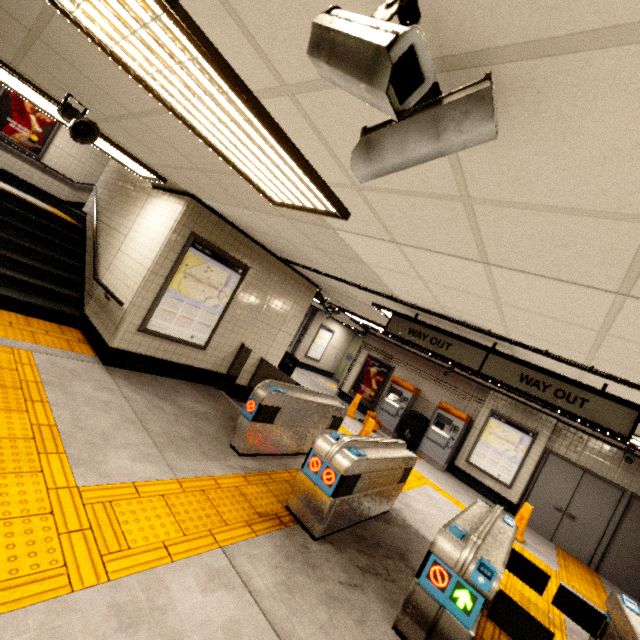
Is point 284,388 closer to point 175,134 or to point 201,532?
point 201,532

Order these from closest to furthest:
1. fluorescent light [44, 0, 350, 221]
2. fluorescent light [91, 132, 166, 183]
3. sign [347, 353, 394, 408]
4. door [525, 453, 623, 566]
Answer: fluorescent light [44, 0, 350, 221] → fluorescent light [91, 132, 166, 183] → door [525, 453, 623, 566] → sign [347, 353, 394, 408]

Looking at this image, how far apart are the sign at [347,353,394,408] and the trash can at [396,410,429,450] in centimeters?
150cm

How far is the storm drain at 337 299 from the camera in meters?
7.2

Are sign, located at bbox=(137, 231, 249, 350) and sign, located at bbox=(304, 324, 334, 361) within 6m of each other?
no

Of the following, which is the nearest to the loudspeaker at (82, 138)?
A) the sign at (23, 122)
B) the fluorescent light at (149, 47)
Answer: the fluorescent light at (149, 47)

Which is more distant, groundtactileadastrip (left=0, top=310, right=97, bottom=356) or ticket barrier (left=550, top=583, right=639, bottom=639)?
groundtactileadastrip (left=0, top=310, right=97, bottom=356)

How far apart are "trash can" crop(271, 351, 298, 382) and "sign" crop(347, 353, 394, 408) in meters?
5.1
